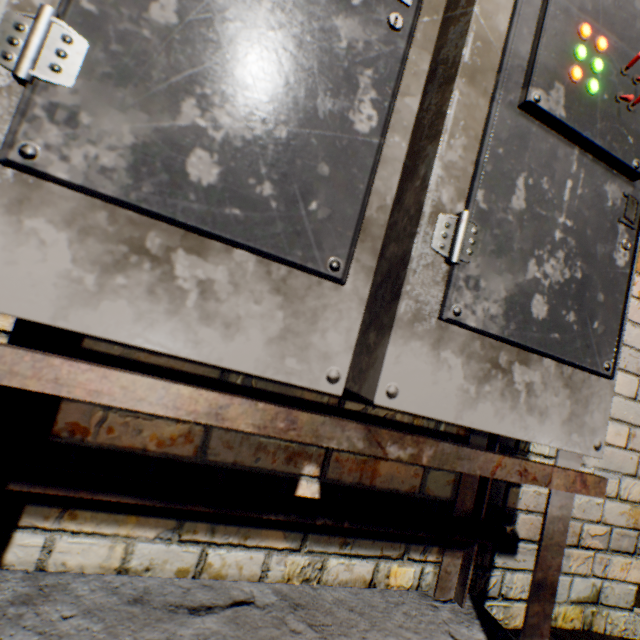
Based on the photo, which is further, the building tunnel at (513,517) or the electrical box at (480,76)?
the building tunnel at (513,517)

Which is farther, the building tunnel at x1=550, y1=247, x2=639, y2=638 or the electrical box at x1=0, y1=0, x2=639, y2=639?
the building tunnel at x1=550, y1=247, x2=639, y2=638

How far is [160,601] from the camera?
0.6m

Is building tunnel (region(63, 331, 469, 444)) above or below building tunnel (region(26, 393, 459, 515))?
above
